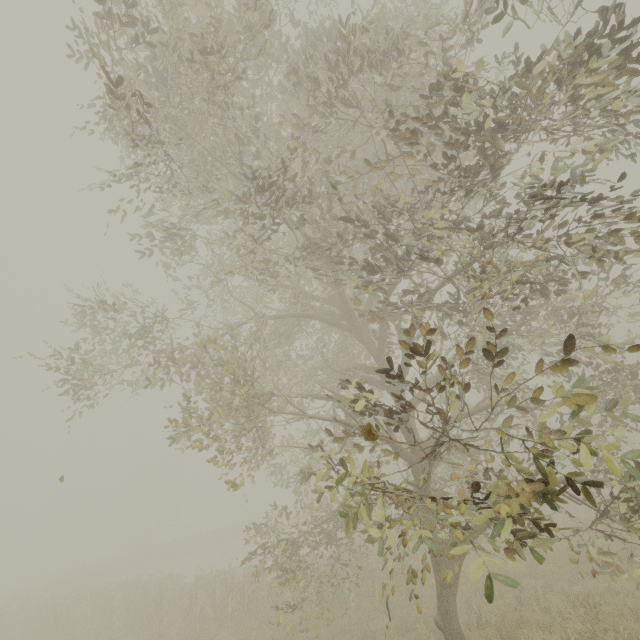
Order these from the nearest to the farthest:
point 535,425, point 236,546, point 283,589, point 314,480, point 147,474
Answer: point 283,589
point 535,425
point 236,546
point 314,480
point 147,474
